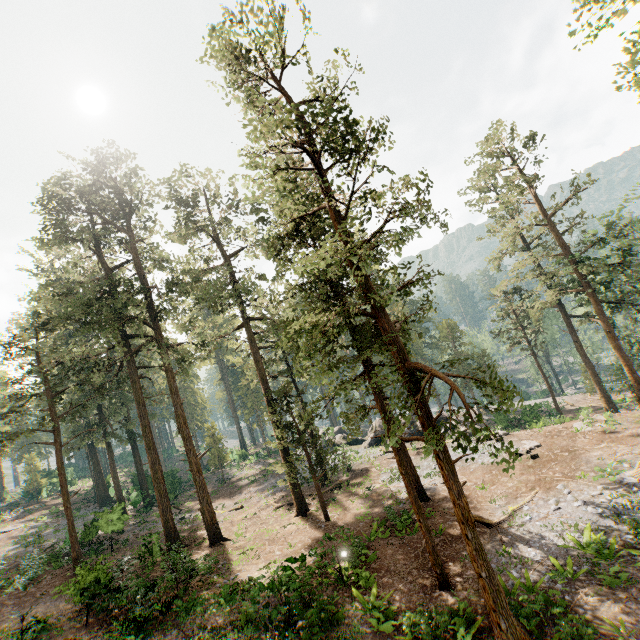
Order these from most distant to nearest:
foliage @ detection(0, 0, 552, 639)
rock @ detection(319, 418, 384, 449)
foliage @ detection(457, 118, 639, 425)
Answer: rock @ detection(319, 418, 384, 449) → foliage @ detection(457, 118, 639, 425) → foliage @ detection(0, 0, 552, 639)

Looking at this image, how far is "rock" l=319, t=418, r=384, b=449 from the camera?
36.53m

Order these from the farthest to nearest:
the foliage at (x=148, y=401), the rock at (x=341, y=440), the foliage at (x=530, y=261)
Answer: the rock at (x=341, y=440)
the foliage at (x=530, y=261)
the foliage at (x=148, y=401)

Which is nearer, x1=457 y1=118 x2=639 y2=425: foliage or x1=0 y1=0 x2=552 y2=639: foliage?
x1=0 y1=0 x2=552 y2=639: foliage

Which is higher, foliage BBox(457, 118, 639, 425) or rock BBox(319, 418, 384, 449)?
foliage BBox(457, 118, 639, 425)

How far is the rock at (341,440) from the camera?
36.5m

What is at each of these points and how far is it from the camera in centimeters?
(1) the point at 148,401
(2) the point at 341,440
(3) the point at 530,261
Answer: (1) foliage, 4288cm
(2) rock, 4097cm
(3) foliage, 3117cm
